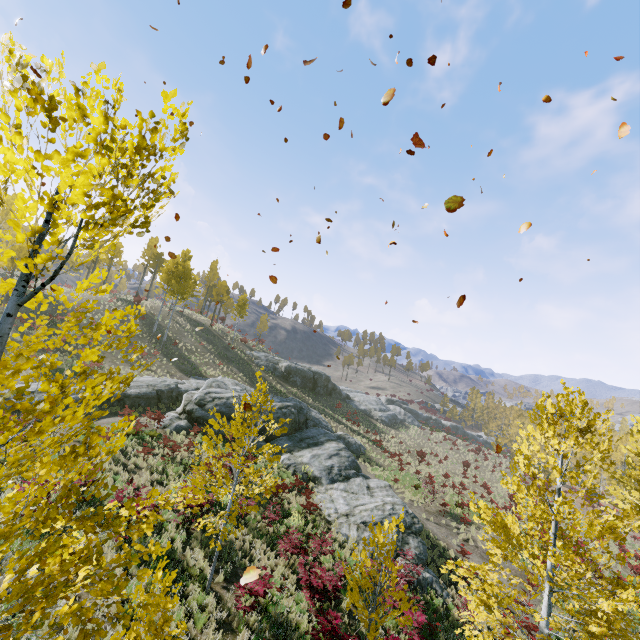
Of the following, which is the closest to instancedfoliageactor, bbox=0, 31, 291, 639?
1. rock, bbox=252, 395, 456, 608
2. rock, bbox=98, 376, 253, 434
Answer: rock, bbox=252, 395, 456, 608

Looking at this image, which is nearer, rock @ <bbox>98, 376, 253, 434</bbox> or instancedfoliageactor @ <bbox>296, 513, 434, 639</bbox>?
instancedfoliageactor @ <bbox>296, 513, 434, 639</bbox>

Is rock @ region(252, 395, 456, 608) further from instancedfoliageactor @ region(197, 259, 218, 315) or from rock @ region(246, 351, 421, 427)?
rock @ region(246, 351, 421, 427)

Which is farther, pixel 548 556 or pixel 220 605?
pixel 220 605

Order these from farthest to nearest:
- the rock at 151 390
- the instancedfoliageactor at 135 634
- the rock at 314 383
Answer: the rock at 314 383 < the rock at 151 390 < the instancedfoliageactor at 135 634

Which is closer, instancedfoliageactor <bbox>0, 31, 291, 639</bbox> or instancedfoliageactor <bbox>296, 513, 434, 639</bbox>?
instancedfoliageactor <bbox>0, 31, 291, 639</bbox>

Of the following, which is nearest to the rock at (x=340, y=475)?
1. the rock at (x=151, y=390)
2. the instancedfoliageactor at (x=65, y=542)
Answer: the rock at (x=151, y=390)

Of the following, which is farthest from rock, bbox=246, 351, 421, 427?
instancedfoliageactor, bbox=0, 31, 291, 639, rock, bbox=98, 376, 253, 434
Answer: instancedfoliageactor, bbox=0, 31, 291, 639
